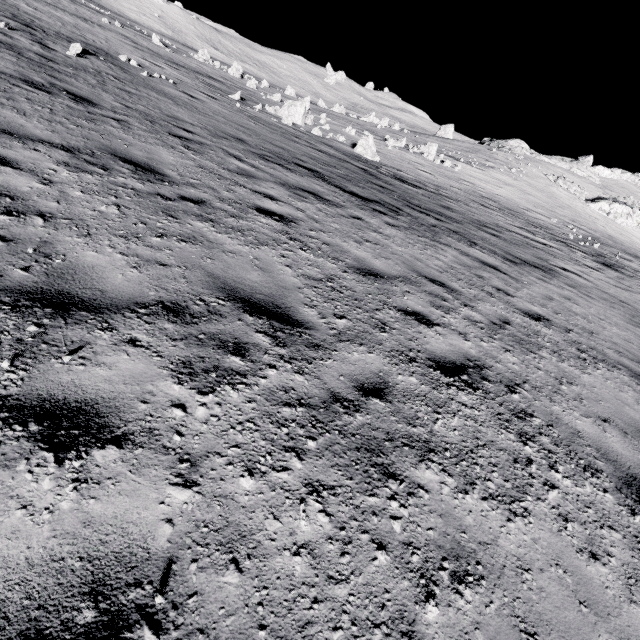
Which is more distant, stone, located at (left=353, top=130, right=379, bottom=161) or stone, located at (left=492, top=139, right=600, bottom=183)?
stone, located at (left=492, top=139, right=600, bottom=183)

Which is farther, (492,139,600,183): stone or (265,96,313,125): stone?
(492,139,600,183): stone

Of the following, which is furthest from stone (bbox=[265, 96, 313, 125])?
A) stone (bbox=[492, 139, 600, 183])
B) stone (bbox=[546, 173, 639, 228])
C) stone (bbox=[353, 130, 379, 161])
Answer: stone (bbox=[492, 139, 600, 183])

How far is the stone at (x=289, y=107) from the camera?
21.4m

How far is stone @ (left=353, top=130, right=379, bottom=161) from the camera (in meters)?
20.55

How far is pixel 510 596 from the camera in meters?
2.0

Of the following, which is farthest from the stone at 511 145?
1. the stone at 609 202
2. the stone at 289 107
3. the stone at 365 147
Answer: the stone at 289 107
